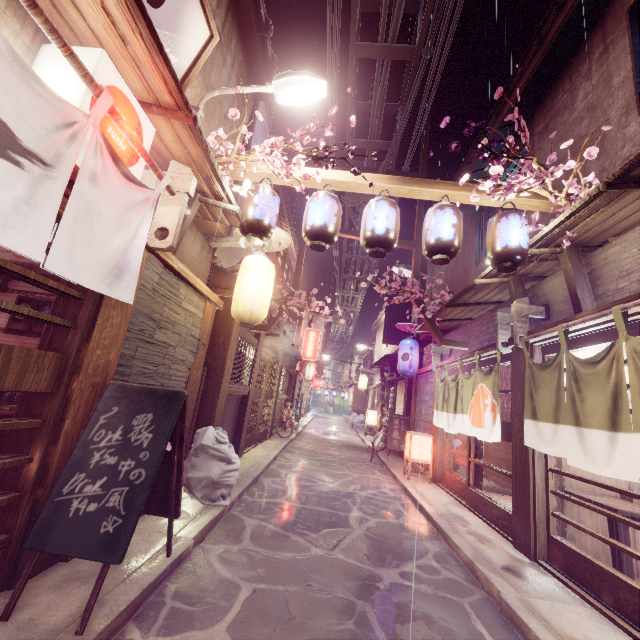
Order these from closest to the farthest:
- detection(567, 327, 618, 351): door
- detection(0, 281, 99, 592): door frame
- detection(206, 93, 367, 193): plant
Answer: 1. detection(0, 281, 99, 592): door frame
2. detection(206, 93, 367, 193): plant
3. detection(567, 327, 618, 351): door

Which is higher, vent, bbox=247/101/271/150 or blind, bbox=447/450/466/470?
vent, bbox=247/101/271/150

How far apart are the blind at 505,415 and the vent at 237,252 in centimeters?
1095cm

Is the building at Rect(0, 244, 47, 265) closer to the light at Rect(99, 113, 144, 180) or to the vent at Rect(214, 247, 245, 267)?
the light at Rect(99, 113, 144, 180)

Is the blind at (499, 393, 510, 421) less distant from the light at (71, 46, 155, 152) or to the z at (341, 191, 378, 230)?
the z at (341, 191, 378, 230)

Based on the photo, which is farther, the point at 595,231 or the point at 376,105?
the point at 376,105

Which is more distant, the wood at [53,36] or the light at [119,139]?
the light at [119,139]

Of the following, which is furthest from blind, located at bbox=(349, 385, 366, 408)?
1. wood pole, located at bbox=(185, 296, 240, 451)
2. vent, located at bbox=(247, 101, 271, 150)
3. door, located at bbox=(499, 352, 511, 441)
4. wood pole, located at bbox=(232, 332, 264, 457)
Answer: wood pole, located at bbox=(185, 296, 240, 451)
